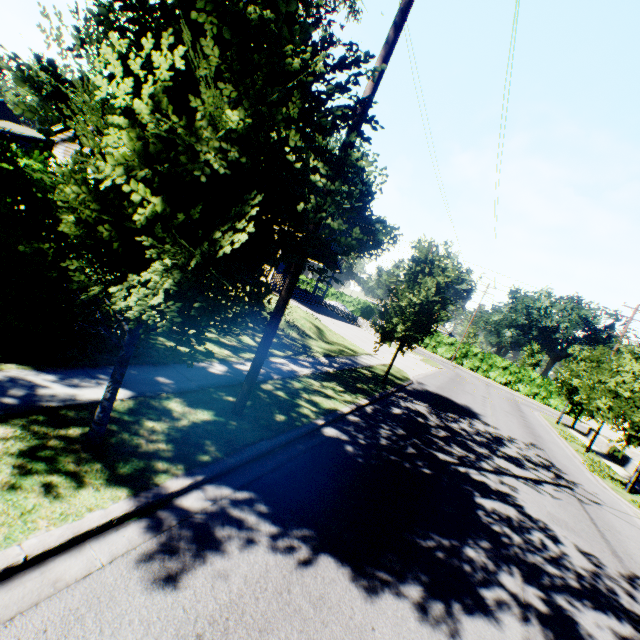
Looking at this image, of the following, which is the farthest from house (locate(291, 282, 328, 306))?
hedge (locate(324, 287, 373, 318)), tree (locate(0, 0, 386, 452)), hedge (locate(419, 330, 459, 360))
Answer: hedge (locate(419, 330, 459, 360))

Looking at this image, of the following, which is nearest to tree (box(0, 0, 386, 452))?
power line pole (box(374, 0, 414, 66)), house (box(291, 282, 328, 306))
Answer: power line pole (box(374, 0, 414, 66))

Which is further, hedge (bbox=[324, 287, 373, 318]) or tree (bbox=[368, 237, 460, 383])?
hedge (bbox=[324, 287, 373, 318])

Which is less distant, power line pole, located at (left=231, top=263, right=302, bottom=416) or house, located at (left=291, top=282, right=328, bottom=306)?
power line pole, located at (left=231, top=263, right=302, bottom=416)

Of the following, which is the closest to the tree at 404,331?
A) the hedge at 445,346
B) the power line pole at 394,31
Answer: the power line pole at 394,31

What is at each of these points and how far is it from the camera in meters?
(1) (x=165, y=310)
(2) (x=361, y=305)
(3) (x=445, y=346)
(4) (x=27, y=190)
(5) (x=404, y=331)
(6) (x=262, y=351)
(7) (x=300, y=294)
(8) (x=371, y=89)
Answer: (1) tree, 2.7
(2) hedge, 52.9
(3) hedge, 47.0
(4) hedge, 5.2
(5) tree, 13.6
(6) power line pole, 6.2
(7) house, 30.5
(8) power line pole, 5.6

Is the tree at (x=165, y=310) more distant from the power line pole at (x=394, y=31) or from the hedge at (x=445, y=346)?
the hedge at (x=445, y=346)

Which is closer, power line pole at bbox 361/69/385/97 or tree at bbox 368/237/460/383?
power line pole at bbox 361/69/385/97
